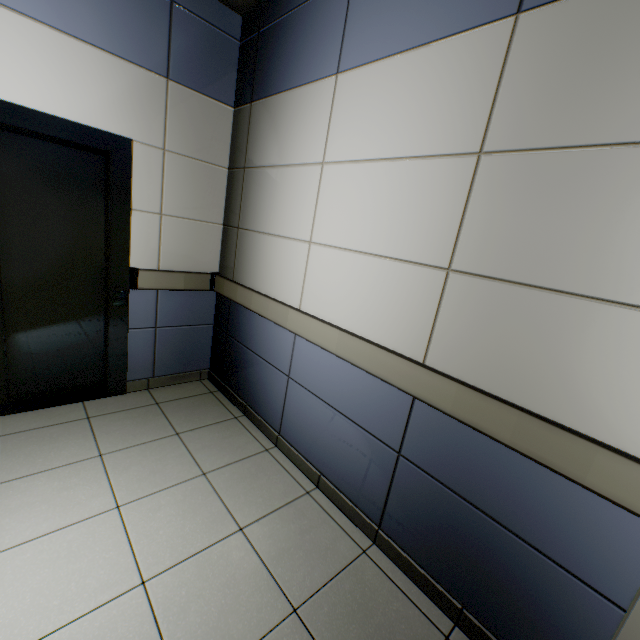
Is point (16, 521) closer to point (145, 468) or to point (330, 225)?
point (145, 468)
